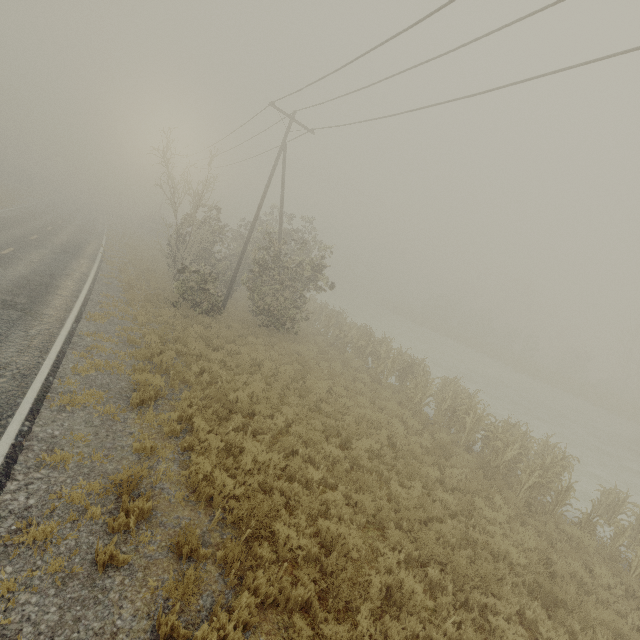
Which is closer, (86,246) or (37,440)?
(37,440)
